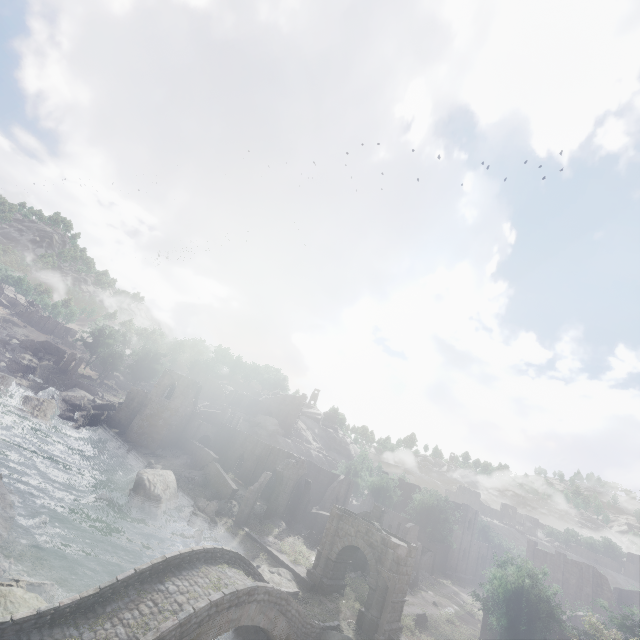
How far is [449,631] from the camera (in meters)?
30.78

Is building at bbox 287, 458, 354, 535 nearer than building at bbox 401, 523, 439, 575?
Yes

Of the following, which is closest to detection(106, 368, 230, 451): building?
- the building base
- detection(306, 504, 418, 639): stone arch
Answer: detection(306, 504, 418, 639): stone arch

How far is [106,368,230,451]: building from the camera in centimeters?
4741cm

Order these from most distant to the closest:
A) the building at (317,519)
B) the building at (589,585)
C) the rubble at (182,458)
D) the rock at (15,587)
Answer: the building at (589,585)
the rubble at (182,458)
the building at (317,519)
the rock at (15,587)

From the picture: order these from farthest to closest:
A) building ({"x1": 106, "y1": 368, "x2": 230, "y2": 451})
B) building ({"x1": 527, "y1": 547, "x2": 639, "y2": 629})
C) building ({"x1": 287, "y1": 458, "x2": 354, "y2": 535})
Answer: building ({"x1": 527, "y1": 547, "x2": 639, "y2": 629}) → building ({"x1": 106, "y1": 368, "x2": 230, "y2": 451}) → building ({"x1": 287, "y1": 458, "x2": 354, "y2": 535})

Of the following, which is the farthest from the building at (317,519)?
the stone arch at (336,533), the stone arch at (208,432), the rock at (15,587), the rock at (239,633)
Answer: the rock at (239,633)
